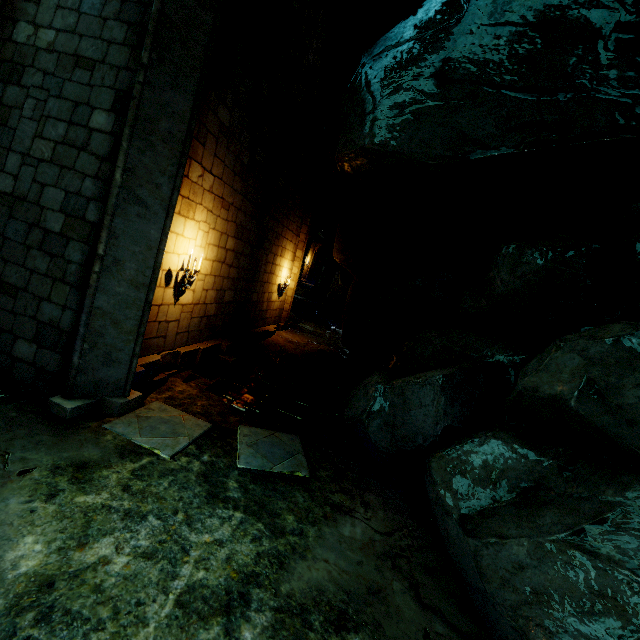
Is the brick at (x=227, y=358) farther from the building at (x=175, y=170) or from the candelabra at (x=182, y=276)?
the candelabra at (x=182, y=276)

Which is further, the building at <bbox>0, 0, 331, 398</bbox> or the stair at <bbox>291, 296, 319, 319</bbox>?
the stair at <bbox>291, 296, 319, 319</bbox>

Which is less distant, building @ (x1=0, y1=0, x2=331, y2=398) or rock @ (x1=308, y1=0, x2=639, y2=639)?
rock @ (x1=308, y1=0, x2=639, y2=639)

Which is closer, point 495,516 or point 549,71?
point 495,516

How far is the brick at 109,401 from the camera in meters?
4.3

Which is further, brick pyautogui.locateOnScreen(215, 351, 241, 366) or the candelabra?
brick pyautogui.locateOnScreen(215, 351, 241, 366)

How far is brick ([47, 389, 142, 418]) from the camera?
4.3 meters

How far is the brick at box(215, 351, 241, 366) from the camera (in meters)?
8.35
